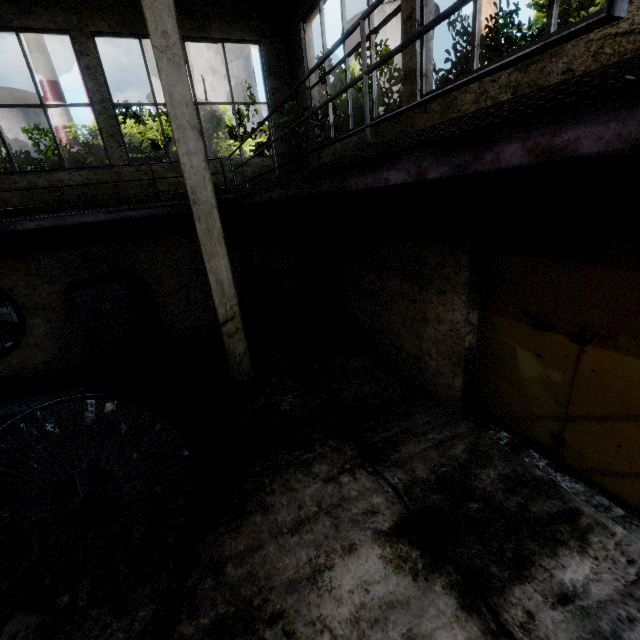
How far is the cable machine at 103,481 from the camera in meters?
4.0 m

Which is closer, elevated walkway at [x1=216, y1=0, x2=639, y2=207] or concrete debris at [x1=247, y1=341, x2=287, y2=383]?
elevated walkway at [x1=216, y1=0, x2=639, y2=207]

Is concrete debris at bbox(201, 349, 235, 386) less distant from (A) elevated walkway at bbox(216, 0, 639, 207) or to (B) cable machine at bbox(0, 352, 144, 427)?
(B) cable machine at bbox(0, 352, 144, 427)

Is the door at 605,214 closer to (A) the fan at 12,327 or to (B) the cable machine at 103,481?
(B) the cable machine at 103,481

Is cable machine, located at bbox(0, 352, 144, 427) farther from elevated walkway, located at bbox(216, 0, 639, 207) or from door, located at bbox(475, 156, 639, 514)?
door, located at bbox(475, 156, 639, 514)

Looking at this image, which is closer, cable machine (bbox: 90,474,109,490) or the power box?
cable machine (bbox: 90,474,109,490)

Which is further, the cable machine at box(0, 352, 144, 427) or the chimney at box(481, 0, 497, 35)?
the chimney at box(481, 0, 497, 35)

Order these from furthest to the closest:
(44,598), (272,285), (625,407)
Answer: (272,285) < (625,407) < (44,598)
